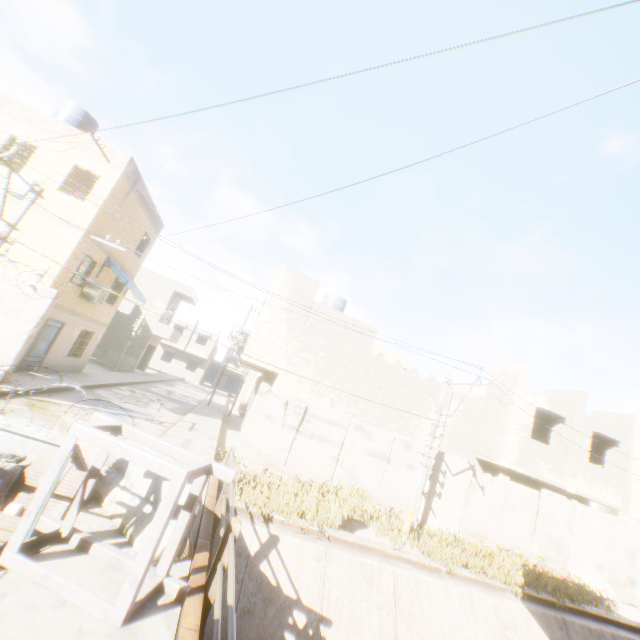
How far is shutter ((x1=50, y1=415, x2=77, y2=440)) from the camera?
5.4 meters

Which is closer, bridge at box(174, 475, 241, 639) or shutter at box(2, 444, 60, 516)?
bridge at box(174, 475, 241, 639)

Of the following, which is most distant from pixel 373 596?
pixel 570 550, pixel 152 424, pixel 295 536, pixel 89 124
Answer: pixel 89 124

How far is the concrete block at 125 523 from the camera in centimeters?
499cm

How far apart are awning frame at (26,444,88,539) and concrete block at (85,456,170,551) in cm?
14

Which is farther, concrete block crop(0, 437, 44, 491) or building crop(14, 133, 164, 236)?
building crop(14, 133, 164, 236)

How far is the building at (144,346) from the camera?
31.1 meters

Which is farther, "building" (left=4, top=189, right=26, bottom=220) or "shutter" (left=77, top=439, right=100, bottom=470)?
"building" (left=4, top=189, right=26, bottom=220)
